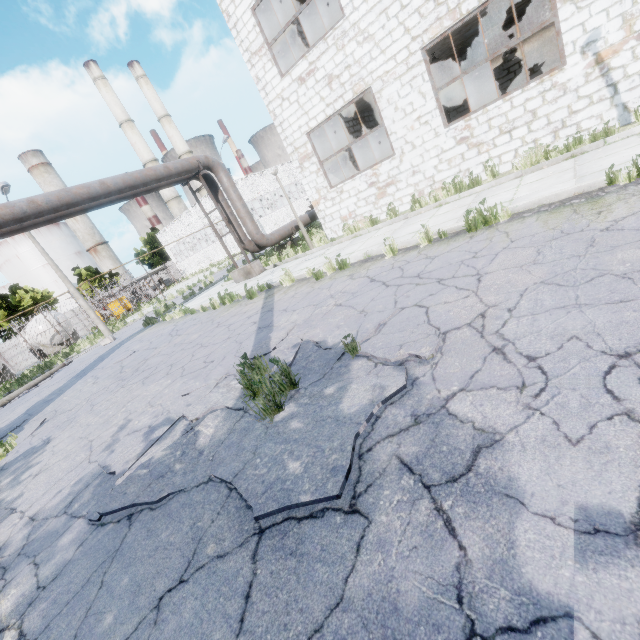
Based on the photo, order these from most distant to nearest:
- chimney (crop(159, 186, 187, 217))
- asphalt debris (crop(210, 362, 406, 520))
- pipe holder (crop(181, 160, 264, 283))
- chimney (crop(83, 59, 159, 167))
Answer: chimney (crop(159, 186, 187, 217)) < chimney (crop(83, 59, 159, 167)) < pipe holder (crop(181, 160, 264, 283)) < asphalt debris (crop(210, 362, 406, 520))

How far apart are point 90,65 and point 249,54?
54.7 meters

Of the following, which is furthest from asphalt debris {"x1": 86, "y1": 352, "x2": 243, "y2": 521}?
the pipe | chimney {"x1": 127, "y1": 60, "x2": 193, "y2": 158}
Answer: chimney {"x1": 127, "y1": 60, "x2": 193, "y2": 158}

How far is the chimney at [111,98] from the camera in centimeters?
4715cm

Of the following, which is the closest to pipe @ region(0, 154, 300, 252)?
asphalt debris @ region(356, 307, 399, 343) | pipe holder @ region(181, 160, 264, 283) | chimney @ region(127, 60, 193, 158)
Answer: pipe holder @ region(181, 160, 264, 283)

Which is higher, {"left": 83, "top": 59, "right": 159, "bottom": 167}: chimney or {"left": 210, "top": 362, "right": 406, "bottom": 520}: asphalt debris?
{"left": 83, "top": 59, "right": 159, "bottom": 167}: chimney

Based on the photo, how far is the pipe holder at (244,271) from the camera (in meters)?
13.45

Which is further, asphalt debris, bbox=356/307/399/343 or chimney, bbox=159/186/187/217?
chimney, bbox=159/186/187/217
